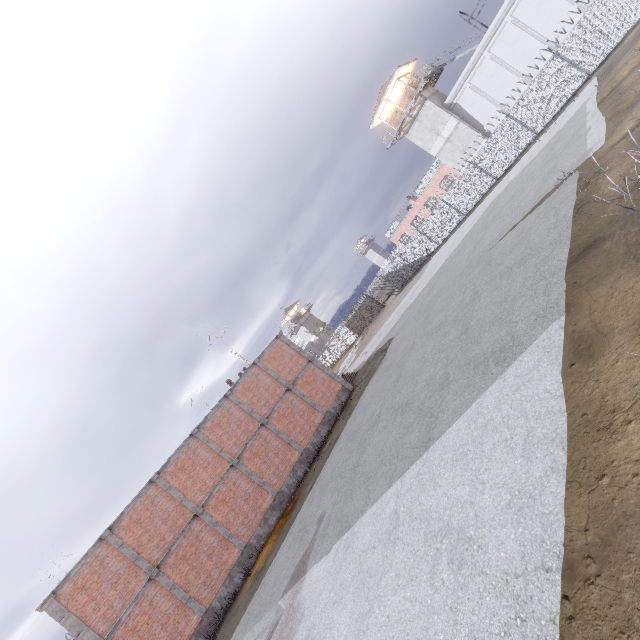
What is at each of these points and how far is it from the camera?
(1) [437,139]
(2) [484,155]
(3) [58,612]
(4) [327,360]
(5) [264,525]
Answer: (1) building, 34.1 meters
(2) fence, 26.7 meters
(3) trim, 14.0 meters
(4) fence, 59.1 meters
(5) foundation, 18.1 meters

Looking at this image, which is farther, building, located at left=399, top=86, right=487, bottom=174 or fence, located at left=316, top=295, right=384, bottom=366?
fence, located at left=316, top=295, right=384, bottom=366

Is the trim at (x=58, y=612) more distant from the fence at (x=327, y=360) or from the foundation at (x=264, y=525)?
the fence at (x=327, y=360)

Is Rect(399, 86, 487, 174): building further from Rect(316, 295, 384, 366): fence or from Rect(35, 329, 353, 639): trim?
Rect(35, 329, 353, 639): trim

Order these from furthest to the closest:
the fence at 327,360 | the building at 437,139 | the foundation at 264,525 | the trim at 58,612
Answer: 1. the fence at 327,360
2. the building at 437,139
3. the foundation at 264,525
4. the trim at 58,612

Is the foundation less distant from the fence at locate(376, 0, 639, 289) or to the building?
the fence at locate(376, 0, 639, 289)

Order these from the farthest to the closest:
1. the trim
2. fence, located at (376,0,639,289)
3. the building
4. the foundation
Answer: the building, fence, located at (376,0,639,289), the foundation, the trim

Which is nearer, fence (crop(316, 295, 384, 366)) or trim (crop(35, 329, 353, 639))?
trim (crop(35, 329, 353, 639))
